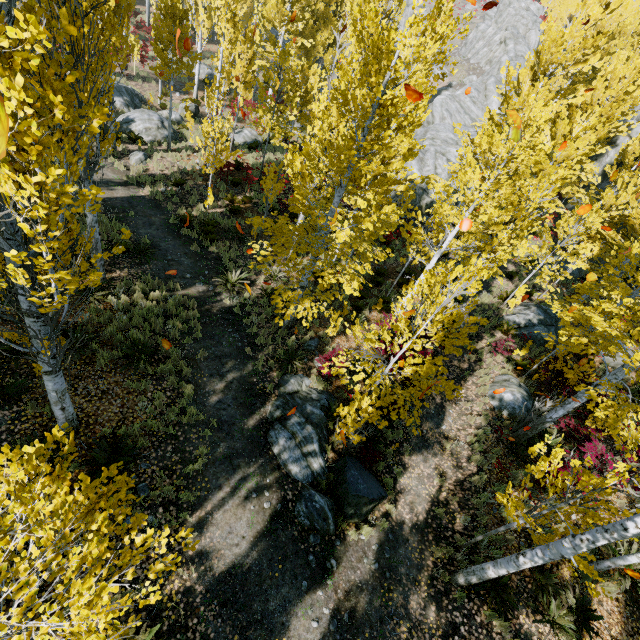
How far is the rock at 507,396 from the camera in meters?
11.1 m

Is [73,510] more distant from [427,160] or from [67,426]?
[427,160]

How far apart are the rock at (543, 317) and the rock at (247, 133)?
Answer: 18.7 meters

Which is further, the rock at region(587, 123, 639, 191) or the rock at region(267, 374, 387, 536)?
the rock at region(587, 123, 639, 191)

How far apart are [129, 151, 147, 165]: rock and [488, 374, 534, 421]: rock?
18.54m

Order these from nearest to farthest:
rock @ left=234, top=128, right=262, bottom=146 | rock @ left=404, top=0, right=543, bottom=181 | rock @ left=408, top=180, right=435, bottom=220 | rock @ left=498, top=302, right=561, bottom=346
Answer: rock @ left=498, top=302, right=561, bottom=346
rock @ left=408, top=180, right=435, bottom=220
rock @ left=234, top=128, right=262, bottom=146
rock @ left=404, top=0, right=543, bottom=181

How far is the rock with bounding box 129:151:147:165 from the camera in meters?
15.6

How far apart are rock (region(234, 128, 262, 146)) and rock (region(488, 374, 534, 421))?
20.4m
